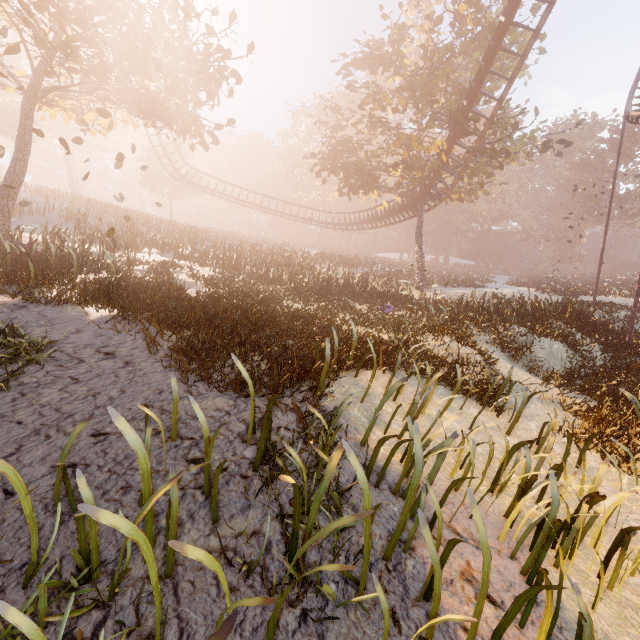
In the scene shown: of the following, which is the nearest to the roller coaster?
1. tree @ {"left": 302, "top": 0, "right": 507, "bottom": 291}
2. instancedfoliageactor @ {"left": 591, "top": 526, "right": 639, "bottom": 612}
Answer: tree @ {"left": 302, "top": 0, "right": 507, "bottom": 291}

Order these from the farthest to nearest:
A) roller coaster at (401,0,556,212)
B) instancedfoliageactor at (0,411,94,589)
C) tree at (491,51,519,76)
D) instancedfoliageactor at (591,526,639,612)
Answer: tree at (491,51,519,76)
roller coaster at (401,0,556,212)
instancedfoliageactor at (591,526,639,612)
instancedfoliageactor at (0,411,94,589)

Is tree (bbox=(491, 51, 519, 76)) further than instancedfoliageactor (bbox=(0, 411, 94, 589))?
Yes

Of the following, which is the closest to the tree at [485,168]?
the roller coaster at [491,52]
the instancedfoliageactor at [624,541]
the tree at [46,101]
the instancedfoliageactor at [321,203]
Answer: the roller coaster at [491,52]

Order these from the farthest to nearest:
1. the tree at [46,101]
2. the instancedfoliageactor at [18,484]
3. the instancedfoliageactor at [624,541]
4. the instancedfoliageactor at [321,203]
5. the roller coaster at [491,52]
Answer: the instancedfoliageactor at [321,203], the roller coaster at [491,52], the tree at [46,101], the instancedfoliageactor at [624,541], the instancedfoliageactor at [18,484]

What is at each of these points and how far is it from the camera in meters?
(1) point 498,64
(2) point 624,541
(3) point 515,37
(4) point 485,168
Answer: (1) tree, 20.5
(2) instancedfoliageactor, 3.3
(3) tree, 18.9
(4) tree, 29.6

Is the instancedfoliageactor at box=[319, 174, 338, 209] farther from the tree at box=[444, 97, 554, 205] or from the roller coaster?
the tree at box=[444, 97, 554, 205]

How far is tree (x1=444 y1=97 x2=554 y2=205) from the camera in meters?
18.6 m
